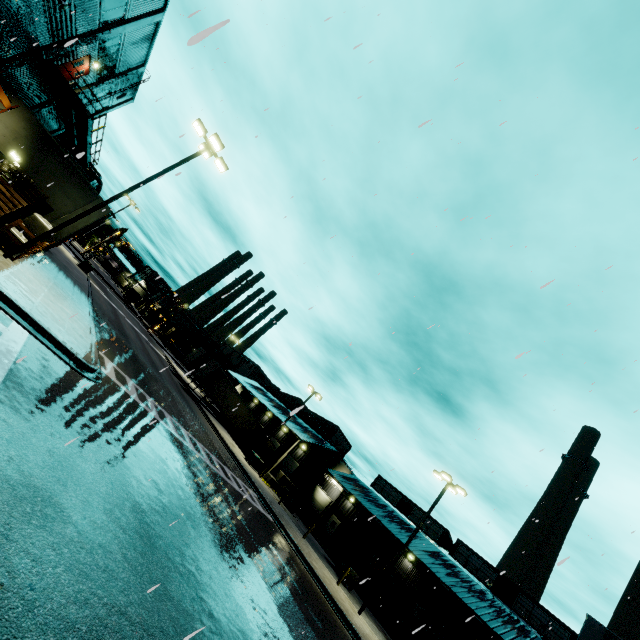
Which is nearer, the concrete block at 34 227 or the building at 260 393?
the concrete block at 34 227

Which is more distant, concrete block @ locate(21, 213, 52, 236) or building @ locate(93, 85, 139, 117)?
building @ locate(93, 85, 139, 117)

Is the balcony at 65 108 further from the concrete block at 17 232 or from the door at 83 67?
the concrete block at 17 232

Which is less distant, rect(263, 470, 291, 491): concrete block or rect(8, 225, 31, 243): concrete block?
rect(8, 225, 31, 243): concrete block

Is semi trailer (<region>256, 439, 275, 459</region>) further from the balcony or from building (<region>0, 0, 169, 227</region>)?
the balcony

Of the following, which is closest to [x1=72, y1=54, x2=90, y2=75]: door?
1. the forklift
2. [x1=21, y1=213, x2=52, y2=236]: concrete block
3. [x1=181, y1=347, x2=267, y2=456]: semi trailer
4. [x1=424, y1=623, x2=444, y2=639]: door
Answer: [x1=21, y1=213, x2=52, y2=236]: concrete block

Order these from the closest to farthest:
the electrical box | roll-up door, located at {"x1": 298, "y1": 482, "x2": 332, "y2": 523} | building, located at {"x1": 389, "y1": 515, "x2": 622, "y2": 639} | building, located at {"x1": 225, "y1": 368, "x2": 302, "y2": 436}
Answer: building, located at {"x1": 389, "y1": 515, "x2": 622, "y2": 639} < the electrical box < roll-up door, located at {"x1": 298, "y1": 482, "x2": 332, "y2": 523} < building, located at {"x1": 225, "y1": 368, "x2": 302, "y2": 436}

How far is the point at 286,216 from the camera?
8.47m
